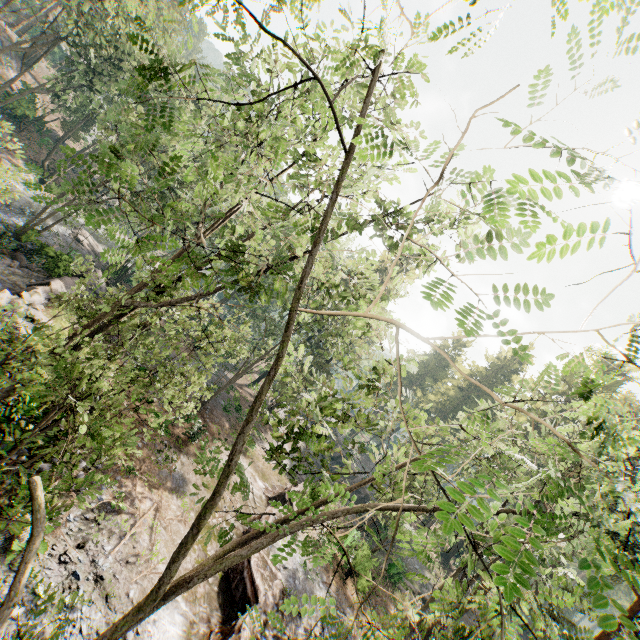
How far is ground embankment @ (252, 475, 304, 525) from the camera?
20.08m

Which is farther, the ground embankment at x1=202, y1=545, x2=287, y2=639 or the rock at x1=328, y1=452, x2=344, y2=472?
the rock at x1=328, y1=452, x2=344, y2=472

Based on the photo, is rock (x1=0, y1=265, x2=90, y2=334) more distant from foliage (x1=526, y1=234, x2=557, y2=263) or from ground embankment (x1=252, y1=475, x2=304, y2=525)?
ground embankment (x1=252, y1=475, x2=304, y2=525)

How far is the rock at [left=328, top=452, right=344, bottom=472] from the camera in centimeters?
4169cm

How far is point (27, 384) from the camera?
7.66m

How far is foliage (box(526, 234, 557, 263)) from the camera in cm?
178

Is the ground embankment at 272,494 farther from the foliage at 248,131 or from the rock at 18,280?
the rock at 18,280

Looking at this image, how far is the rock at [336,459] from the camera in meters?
41.7 m
